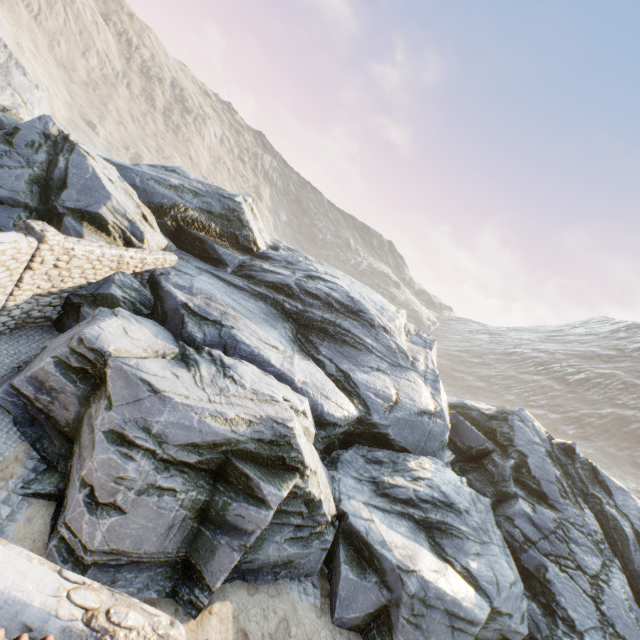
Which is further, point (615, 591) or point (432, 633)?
point (615, 591)

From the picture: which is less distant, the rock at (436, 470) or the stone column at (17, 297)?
the rock at (436, 470)

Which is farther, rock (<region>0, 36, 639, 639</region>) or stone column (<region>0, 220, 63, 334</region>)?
stone column (<region>0, 220, 63, 334</region>)
